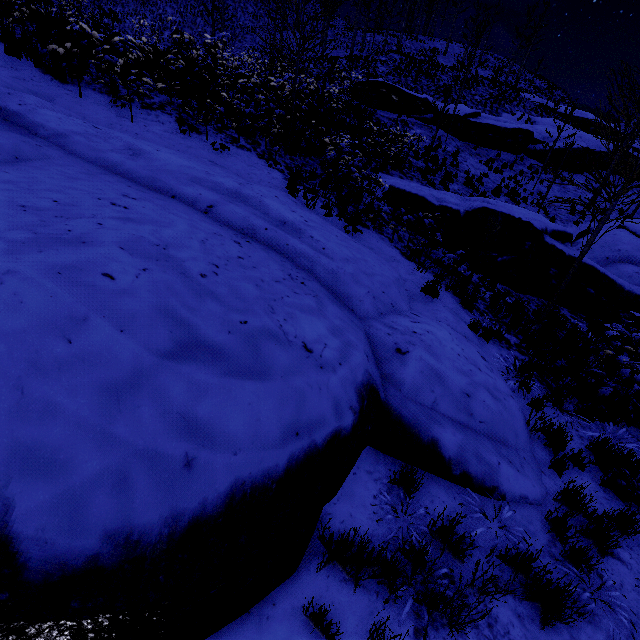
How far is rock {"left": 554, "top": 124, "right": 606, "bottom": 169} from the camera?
22.3m

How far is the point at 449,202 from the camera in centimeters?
965cm

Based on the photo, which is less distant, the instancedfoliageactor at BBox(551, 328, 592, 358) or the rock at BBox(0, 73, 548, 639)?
the rock at BBox(0, 73, 548, 639)

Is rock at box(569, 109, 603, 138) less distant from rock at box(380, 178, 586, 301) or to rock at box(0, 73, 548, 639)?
rock at box(380, 178, 586, 301)

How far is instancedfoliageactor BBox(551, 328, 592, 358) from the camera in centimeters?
681cm

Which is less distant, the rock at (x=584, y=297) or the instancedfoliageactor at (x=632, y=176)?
the instancedfoliageactor at (x=632, y=176)

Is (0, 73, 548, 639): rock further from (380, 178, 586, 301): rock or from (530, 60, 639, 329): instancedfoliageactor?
(530, 60, 639, 329): instancedfoliageactor

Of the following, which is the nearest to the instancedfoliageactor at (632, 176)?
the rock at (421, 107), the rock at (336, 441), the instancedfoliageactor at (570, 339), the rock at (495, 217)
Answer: the rock at (421, 107)
